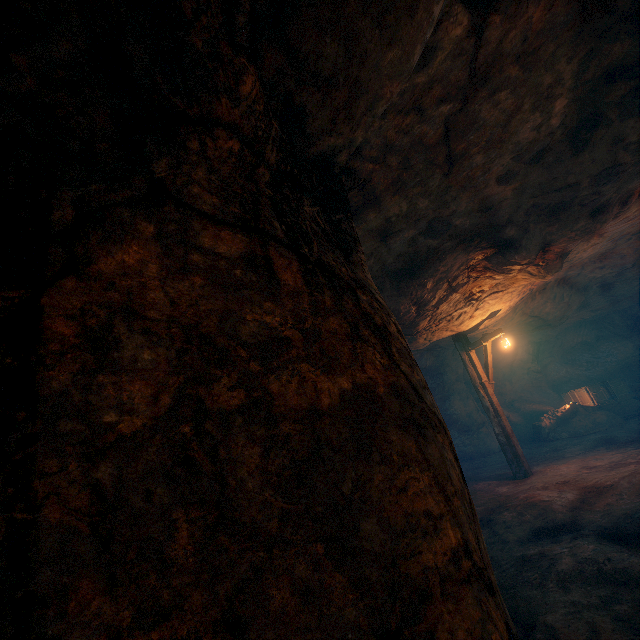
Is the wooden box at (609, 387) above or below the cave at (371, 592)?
below

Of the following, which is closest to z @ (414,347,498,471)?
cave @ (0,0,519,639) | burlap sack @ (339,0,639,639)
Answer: burlap sack @ (339,0,639,639)

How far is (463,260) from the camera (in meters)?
6.95

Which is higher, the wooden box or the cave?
the cave

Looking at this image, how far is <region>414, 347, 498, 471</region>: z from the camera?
15.3 meters

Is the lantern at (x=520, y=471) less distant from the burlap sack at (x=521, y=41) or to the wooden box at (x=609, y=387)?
the burlap sack at (x=521, y=41)

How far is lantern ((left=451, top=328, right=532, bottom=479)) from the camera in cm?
960

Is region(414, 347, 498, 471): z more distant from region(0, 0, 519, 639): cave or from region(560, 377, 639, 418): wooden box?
region(0, 0, 519, 639): cave
